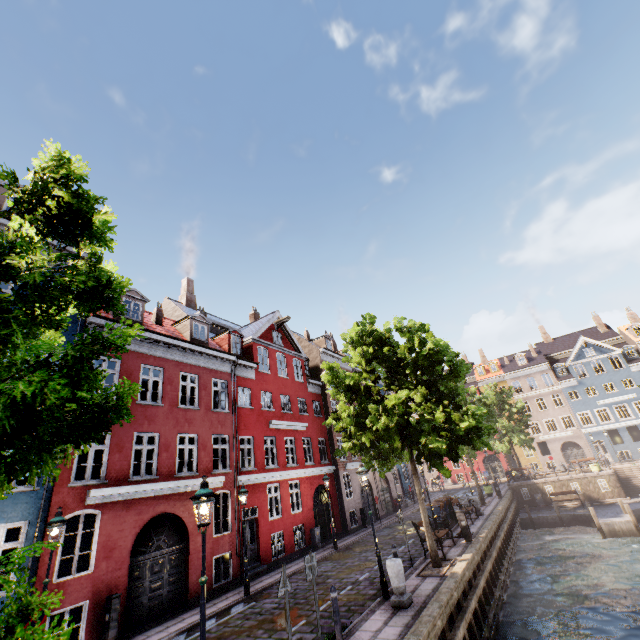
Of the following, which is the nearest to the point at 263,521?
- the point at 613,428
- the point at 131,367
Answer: the point at 131,367

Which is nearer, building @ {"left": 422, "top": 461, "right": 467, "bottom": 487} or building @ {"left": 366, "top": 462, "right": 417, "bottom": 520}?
building @ {"left": 366, "top": 462, "right": 417, "bottom": 520}

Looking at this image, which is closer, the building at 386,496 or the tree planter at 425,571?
the tree planter at 425,571

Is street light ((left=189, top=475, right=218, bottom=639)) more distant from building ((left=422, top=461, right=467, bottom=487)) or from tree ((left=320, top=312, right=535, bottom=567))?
building ((left=422, top=461, right=467, bottom=487))

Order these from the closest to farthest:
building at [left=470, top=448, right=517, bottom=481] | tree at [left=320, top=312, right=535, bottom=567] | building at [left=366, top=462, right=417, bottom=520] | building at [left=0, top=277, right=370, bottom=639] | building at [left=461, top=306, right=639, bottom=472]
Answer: building at [left=0, top=277, right=370, bottom=639] < tree at [left=320, top=312, right=535, bottom=567] < building at [left=366, top=462, right=417, bottom=520] < building at [left=461, top=306, right=639, bottom=472] < building at [left=470, top=448, right=517, bottom=481]

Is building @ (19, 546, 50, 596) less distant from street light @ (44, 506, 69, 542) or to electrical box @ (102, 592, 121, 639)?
electrical box @ (102, 592, 121, 639)

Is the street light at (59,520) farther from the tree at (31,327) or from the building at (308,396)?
the building at (308,396)
